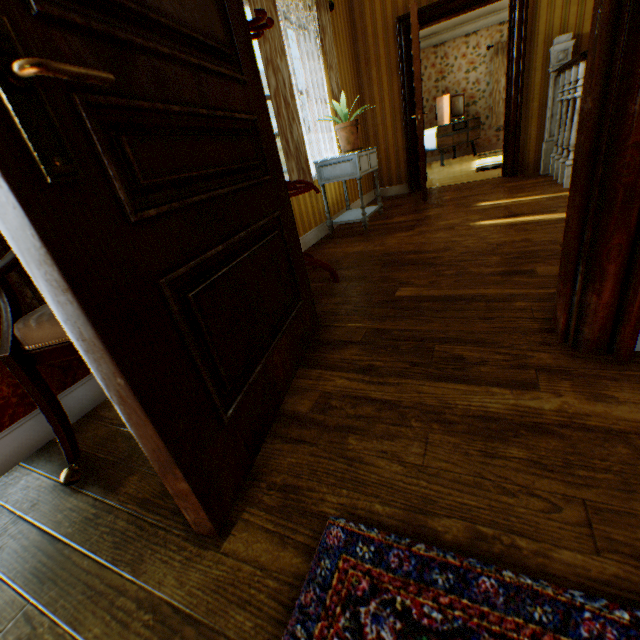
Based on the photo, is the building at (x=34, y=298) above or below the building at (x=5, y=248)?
below

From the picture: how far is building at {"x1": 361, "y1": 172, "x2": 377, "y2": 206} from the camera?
5.5m

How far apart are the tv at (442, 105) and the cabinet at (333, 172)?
6.0 meters

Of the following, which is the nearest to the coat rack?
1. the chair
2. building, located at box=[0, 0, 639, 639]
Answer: building, located at box=[0, 0, 639, 639]

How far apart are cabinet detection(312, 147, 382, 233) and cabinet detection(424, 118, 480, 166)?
5.33m

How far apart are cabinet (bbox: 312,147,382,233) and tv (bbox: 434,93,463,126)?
6.0m

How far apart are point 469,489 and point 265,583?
0.6 meters

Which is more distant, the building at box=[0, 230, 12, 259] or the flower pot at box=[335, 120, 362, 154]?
the flower pot at box=[335, 120, 362, 154]
